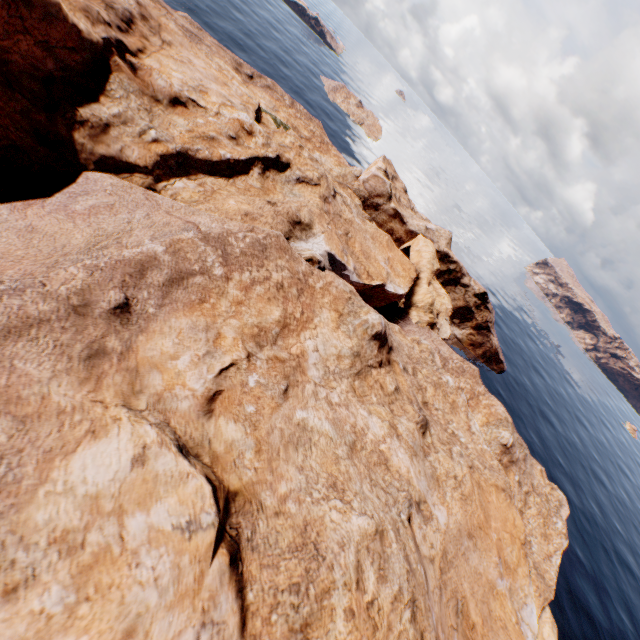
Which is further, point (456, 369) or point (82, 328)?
point (456, 369)
